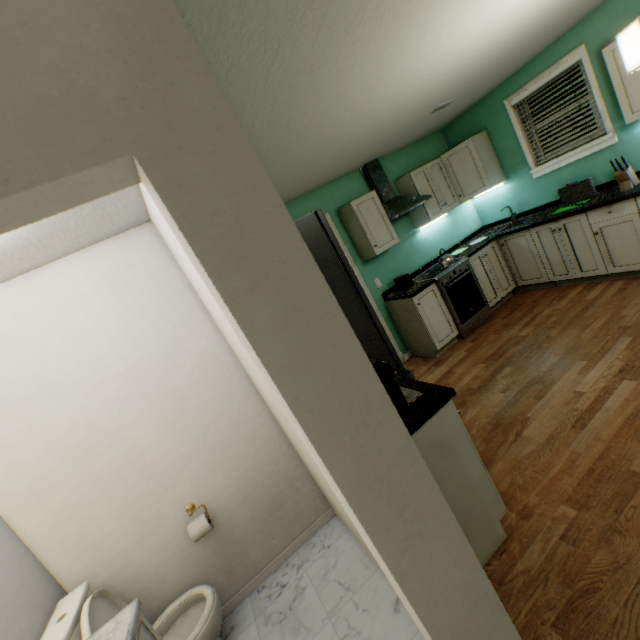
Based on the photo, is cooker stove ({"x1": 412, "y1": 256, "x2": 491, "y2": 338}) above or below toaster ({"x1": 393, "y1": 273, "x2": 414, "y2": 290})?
below

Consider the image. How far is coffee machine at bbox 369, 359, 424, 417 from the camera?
1.56m

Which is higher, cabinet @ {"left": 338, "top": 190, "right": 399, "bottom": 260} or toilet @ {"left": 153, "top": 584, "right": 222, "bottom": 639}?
cabinet @ {"left": 338, "top": 190, "right": 399, "bottom": 260}

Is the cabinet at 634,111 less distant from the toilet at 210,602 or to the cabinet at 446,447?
the cabinet at 446,447

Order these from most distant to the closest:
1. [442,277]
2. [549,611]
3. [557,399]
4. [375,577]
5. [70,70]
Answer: [442,277] → [557,399] → [375,577] → [549,611] → [70,70]

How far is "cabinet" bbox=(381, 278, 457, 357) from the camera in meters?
3.8 m

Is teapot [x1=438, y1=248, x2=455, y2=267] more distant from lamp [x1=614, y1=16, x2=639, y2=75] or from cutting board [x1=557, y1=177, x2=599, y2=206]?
lamp [x1=614, y1=16, x2=639, y2=75]

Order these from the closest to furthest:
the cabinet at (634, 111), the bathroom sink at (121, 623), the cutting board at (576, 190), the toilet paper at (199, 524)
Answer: the bathroom sink at (121, 623) < the toilet paper at (199, 524) < the cabinet at (634, 111) < the cutting board at (576, 190)
